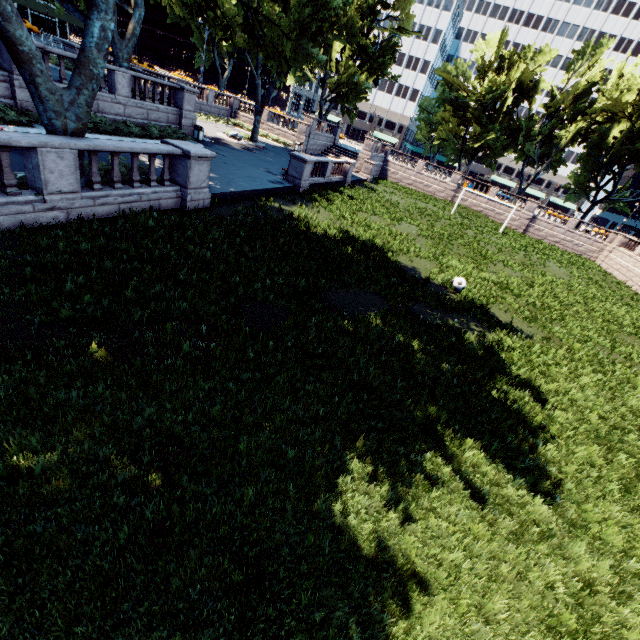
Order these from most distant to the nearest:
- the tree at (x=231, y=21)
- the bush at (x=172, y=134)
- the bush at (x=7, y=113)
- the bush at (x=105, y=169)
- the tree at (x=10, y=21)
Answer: the bush at (x=172, y=134) → the bush at (x=7, y=113) → the bush at (x=105, y=169) → the tree at (x=231, y=21) → the tree at (x=10, y=21)

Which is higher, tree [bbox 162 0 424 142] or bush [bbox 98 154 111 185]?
tree [bbox 162 0 424 142]

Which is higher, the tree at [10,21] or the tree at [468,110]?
the tree at [468,110]

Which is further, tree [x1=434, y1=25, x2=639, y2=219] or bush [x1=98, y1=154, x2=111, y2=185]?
tree [x1=434, y1=25, x2=639, y2=219]

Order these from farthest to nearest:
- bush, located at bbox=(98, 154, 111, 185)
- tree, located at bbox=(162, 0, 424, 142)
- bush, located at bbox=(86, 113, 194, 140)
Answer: bush, located at bbox=(86, 113, 194, 140), bush, located at bbox=(98, 154, 111, 185), tree, located at bbox=(162, 0, 424, 142)

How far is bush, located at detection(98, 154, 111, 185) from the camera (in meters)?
10.77

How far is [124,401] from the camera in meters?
5.1 m

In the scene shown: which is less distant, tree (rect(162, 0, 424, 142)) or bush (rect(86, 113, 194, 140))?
tree (rect(162, 0, 424, 142))
